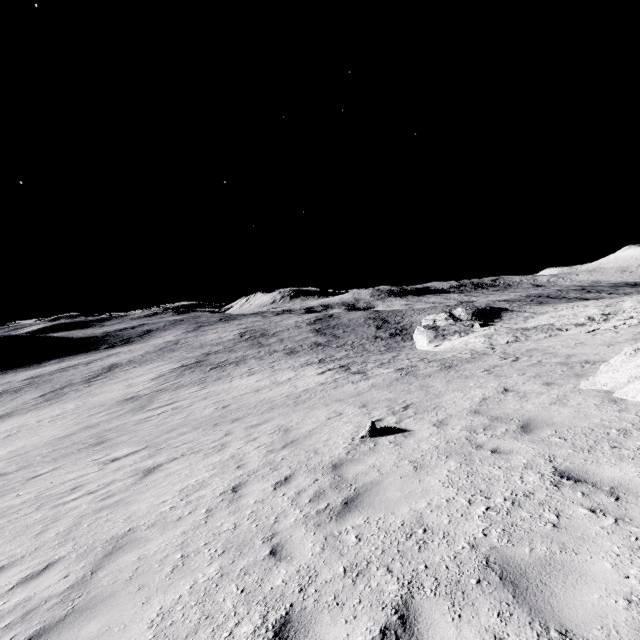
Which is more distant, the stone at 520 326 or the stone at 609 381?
the stone at 520 326

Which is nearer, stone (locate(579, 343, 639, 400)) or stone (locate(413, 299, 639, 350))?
stone (locate(579, 343, 639, 400))

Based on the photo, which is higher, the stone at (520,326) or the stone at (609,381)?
the stone at (609,381)

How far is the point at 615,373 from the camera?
8.0m

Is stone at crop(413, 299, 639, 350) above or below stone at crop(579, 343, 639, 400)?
below
